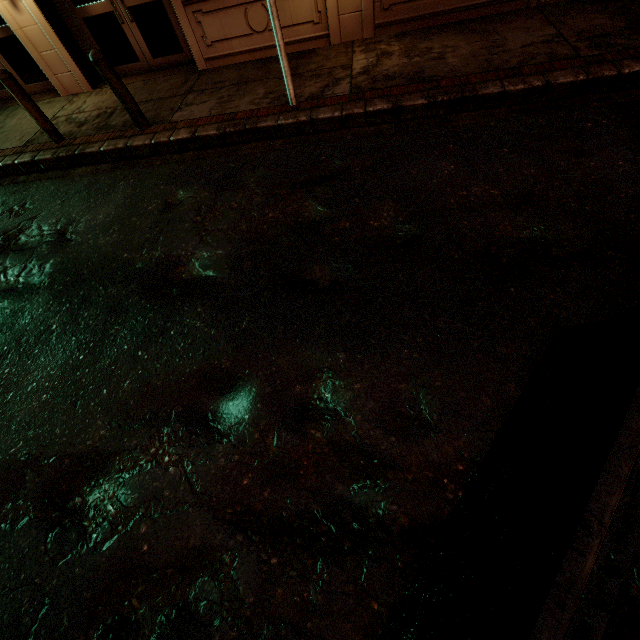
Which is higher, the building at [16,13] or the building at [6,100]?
the building at [16,13]

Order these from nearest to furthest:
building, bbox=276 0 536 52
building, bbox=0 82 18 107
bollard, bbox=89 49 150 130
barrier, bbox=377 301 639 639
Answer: barrier, bbox=377 301 639 639, bollard, bbox=89 49 150 130, building, bbox=276 0 536 52, building, bbox=0 82 18 107

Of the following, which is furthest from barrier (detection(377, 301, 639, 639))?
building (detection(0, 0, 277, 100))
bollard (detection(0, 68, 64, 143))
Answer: bollard (detection(0, 68, 64, 143))

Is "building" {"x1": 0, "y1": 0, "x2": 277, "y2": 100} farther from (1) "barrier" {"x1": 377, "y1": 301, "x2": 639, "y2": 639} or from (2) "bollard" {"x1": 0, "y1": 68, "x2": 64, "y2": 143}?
(1) "barrier" {"x1": 377, "y1": 301, "x2": 639, "y2": 639}

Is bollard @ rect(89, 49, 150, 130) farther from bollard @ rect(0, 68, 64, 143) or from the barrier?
the barrier

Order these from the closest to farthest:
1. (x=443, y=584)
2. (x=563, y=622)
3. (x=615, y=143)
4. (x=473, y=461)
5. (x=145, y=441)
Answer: (x=563, y=622)
(x=443, y=584)
(x=473, y=461)
(x=145, y=441)
(x=615, y=143)

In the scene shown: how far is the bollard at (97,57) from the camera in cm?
526
